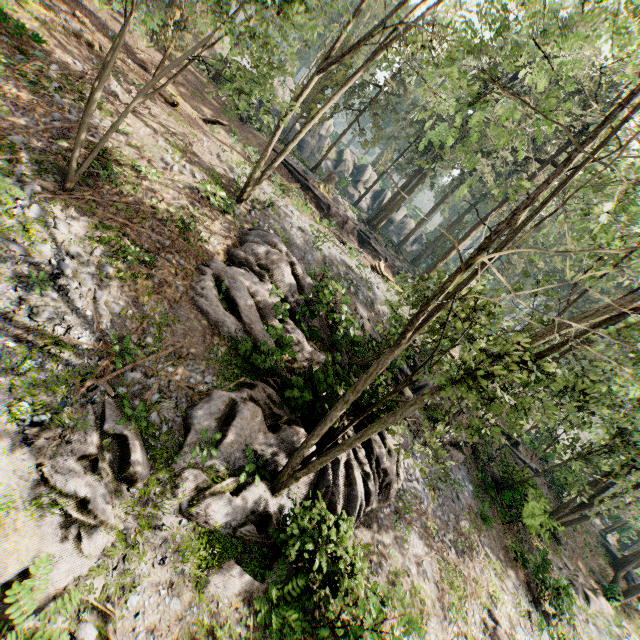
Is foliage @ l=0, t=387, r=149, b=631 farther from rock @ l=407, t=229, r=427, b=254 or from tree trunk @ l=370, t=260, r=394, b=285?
tree trunk @ l=370, t=260, r=394, b=285

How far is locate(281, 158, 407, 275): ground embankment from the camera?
26.4m

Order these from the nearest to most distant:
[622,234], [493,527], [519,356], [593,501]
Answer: [519,356]
[622,234]
[493,527]
[593,501]

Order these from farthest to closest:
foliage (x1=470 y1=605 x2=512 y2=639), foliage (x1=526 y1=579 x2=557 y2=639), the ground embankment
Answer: the ground embankment < foliage (x1=526 y1=579 x2=557 y2=639) < foliage (x1=470 y1=605 x2=512 y2=639)

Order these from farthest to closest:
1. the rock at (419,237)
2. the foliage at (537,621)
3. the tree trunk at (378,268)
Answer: the rock at (419,237)
the tree trunk at (378,268)
the foliage at (537,621)

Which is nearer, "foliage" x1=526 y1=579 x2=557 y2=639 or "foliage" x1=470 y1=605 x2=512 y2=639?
"foliage" x1=470 y1=605 x2=512 y2=639

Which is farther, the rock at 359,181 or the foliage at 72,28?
the rock at 359,181
